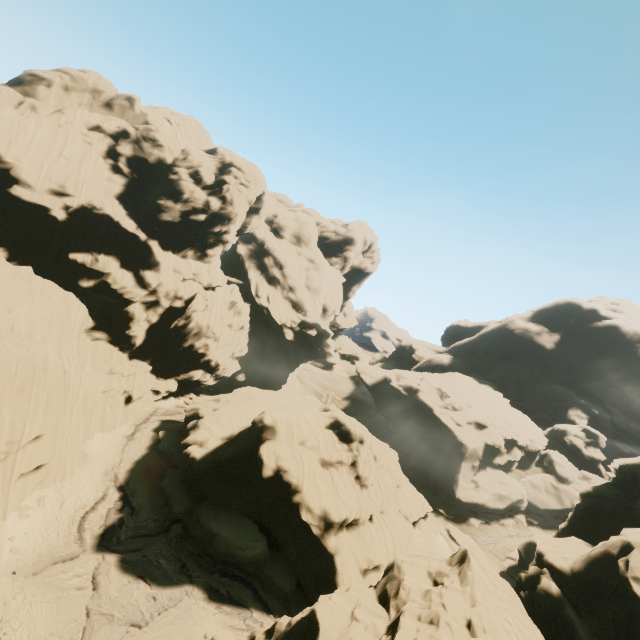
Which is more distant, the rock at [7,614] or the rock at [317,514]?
the rock at [317,514]

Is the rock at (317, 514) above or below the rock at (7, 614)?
above

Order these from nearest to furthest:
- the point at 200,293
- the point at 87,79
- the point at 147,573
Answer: the point at 147,573 < the point at 87,79 < the point at 200,293

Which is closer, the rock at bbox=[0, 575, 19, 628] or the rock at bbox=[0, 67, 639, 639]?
the rock at bbox=[0, 575, 19, 628]

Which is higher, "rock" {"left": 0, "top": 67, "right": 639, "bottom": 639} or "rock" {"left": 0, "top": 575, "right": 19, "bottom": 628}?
"rock" {"left": 0, "top": 67, "right": 639, "bottom": 639}
